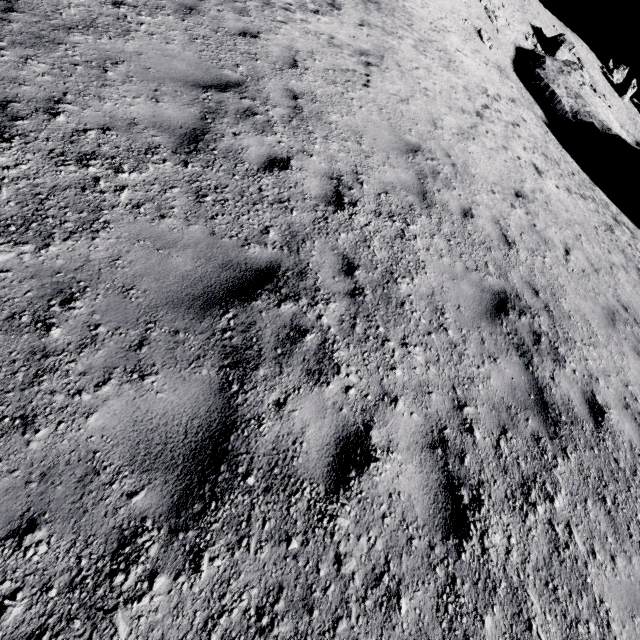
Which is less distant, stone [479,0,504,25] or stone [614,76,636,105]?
stone [479,0,504,25]

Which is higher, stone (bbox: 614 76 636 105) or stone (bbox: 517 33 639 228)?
stone (bbox: 614 76 636 105)

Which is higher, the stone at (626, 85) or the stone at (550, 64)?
the stone at (626, 85)

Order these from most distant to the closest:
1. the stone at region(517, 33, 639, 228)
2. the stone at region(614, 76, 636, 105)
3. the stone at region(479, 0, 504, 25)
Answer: the stone at region(614, 76, 636, 105)
the stone at region(479, 0, 504, 25)
the stone at region(517, 33, 639, 228)

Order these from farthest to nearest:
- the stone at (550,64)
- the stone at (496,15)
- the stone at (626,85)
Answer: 1. the stone at (626,85)
2. the stone at (496,15)
3. the stone at (550,64)

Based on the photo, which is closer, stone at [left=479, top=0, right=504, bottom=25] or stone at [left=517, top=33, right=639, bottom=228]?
stone at [left=517, top=33, right=639, bottom=228]

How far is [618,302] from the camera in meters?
8.0
